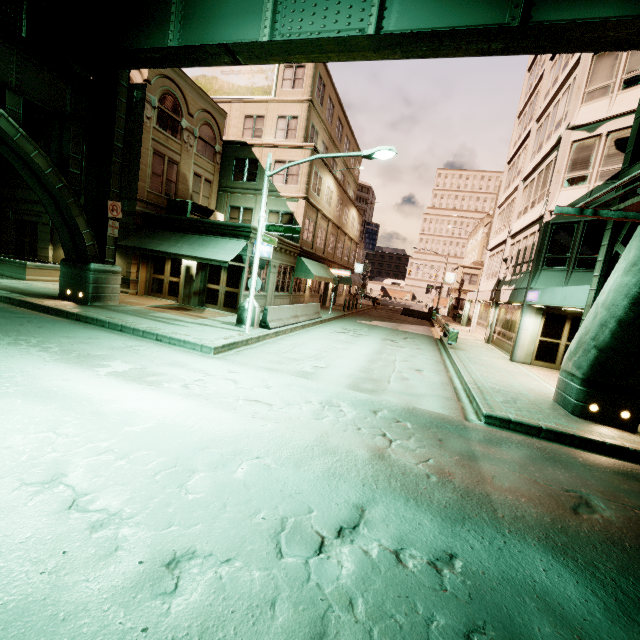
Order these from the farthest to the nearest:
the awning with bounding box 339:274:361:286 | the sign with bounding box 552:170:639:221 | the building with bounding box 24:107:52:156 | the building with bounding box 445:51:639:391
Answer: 1. the awning with bounding box 339:274:361:286
2. the building with bounding box 24:107:52:156
3. the building with bounding box 445:51:639:391
4. the sign with bounding box 552:170:639:221

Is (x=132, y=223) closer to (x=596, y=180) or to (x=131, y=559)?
(x=131, y=559)

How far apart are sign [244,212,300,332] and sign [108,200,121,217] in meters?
6.6

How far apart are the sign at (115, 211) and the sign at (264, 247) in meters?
6.6 m

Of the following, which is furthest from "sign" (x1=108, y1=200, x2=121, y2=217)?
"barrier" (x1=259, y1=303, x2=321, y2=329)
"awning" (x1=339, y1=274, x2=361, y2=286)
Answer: "awning" (x1=339, y1=274, x2=361, y2=286)

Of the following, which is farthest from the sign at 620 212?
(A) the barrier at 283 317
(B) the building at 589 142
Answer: (A) the barrier at 283 317

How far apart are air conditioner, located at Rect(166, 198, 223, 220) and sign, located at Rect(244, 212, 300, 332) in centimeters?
743cm

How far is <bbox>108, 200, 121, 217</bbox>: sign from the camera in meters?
13.7
